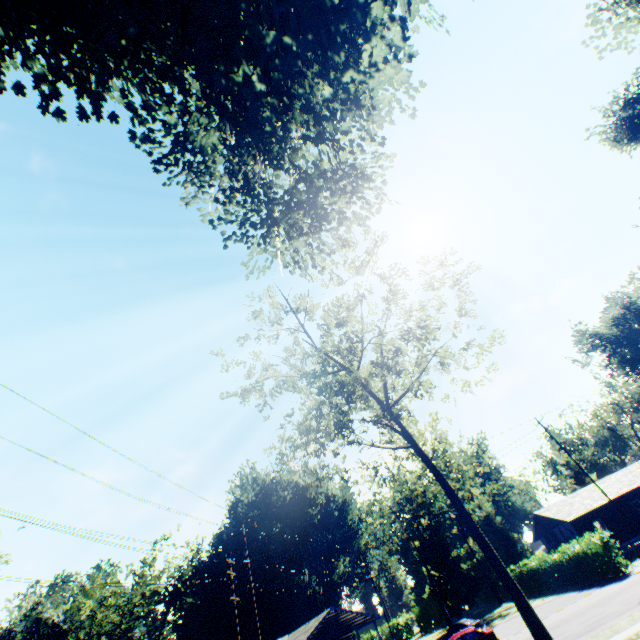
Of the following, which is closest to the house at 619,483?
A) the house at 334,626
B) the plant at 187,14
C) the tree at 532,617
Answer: the house at 334,626

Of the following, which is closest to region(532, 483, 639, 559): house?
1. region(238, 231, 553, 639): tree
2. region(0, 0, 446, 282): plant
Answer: region(0, 0, 446, 282): plant

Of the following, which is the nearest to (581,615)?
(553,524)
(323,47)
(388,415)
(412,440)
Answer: (412,440)

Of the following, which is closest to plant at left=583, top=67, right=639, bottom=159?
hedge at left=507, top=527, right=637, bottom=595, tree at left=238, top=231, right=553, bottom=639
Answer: tree at left=238, top=231, right=553, bottom=639

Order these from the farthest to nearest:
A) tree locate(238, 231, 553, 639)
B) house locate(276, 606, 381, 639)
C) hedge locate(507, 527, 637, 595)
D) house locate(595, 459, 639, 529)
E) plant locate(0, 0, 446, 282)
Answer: house locate(595, 459, 639, 529)
house locate(276, 606, 381, 639)
hedge locate(507, 527, 637, 595)
tree locate(238, 231, 553, 639)
plant locate(0, 0, 446, 282)

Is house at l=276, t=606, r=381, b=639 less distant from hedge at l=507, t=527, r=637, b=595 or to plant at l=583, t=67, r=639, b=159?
hedge at l=507, t=527, r=637, b=595

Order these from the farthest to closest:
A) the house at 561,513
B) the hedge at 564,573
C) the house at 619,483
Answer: the house at 619,483 → the house at 561,513 → the hedge at 564,573

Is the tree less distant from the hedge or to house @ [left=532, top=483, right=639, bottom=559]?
the hedge
